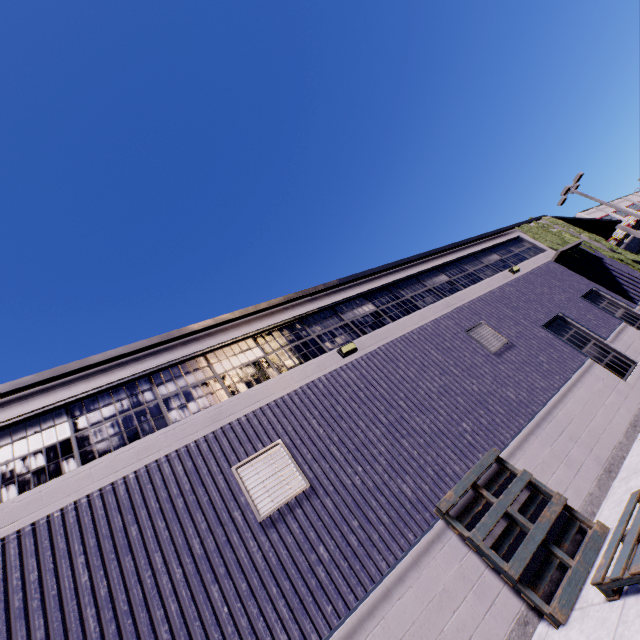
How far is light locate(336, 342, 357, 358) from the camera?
7.9m

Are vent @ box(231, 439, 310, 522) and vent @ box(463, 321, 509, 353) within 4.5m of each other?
no

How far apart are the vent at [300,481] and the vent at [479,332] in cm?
623

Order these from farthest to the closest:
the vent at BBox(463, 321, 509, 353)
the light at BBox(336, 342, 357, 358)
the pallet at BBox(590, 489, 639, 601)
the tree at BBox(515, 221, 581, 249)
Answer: the tree at BBox(515, 221, 581, 249) → the vent at BBox(463, 321, 509, 353) → the light at BBox(336, 342, 357, 358) → the pallet at BBox(590, 489, 639, 601)

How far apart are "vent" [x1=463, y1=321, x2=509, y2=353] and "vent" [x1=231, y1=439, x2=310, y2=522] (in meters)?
6.23

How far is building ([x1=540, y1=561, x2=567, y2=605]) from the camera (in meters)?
4.95

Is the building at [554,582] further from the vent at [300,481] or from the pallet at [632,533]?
the pallet at [632,533]

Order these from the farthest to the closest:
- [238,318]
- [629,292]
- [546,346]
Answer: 1. [629,292]
2. [546,346]
3. [238,318]
